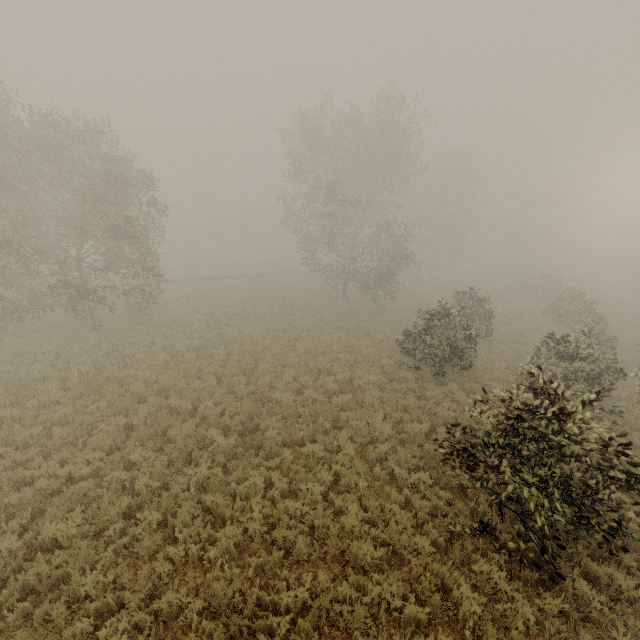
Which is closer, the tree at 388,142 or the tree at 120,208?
the tree at 120,208

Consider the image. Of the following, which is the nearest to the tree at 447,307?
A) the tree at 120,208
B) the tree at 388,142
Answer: the tree at 388,142

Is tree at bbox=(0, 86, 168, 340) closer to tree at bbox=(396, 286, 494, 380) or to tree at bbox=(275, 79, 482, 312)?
tree at bbox=(275, 79, 482, 312)

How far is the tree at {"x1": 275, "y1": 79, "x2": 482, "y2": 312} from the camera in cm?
2512

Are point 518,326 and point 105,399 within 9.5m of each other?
no

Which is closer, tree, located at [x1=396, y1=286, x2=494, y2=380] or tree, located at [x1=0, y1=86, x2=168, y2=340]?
tree, located at [x1=396, y1=286, x2=494, y2=380]

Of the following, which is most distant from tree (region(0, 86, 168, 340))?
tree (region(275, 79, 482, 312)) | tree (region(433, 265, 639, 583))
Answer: tree (region(433, 265, 639, 583))
